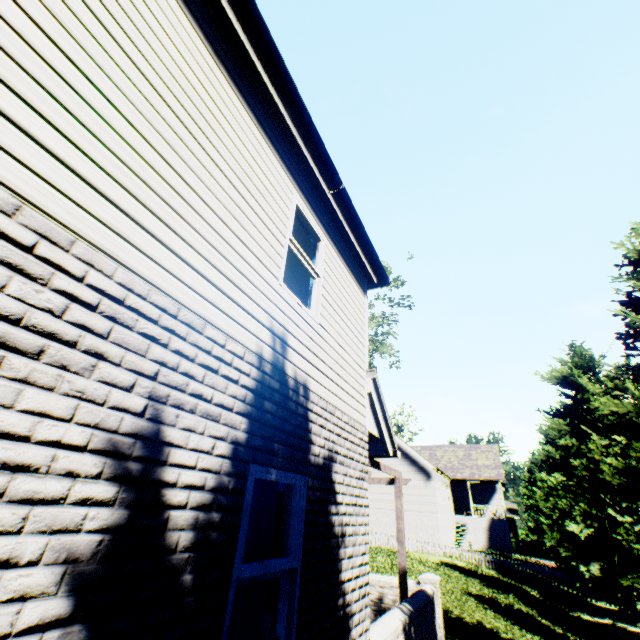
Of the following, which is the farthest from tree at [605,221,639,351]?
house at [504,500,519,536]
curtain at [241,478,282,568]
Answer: curtain at [241,478,282,568]

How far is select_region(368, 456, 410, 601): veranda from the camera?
6.7m

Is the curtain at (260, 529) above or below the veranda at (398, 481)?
below

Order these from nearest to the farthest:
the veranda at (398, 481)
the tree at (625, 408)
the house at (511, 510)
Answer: the veranda at (398, 481) < the tree at (625, 408) < the house at (511, 510)

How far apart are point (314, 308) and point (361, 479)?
2.7 meters

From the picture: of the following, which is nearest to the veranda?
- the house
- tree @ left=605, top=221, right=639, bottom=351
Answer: tree @ left=605, top=221, right=639, bottom=351

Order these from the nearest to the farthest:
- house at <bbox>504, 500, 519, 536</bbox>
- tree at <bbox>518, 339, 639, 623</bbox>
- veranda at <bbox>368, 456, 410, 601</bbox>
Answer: veranda at <bbox>368, 456, 410, 601</bbox> → tree at <bbox>518, 339, 639, 623</bbox> → house at <bbox>504, 500, 519, 536</bbox>
